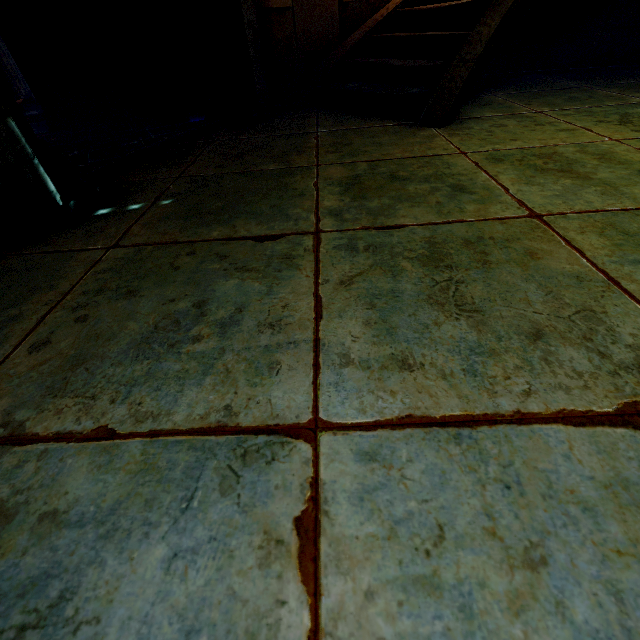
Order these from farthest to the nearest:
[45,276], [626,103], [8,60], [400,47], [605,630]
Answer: [8,60], [400,47], [626,103], [45,276], [605,630]
